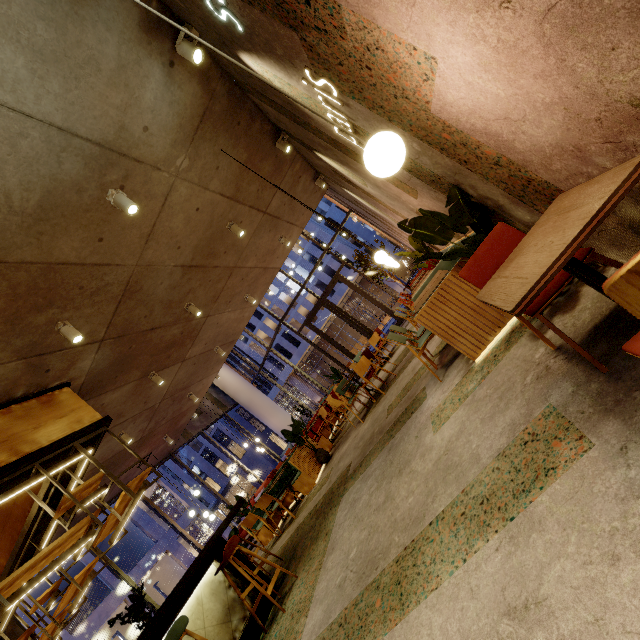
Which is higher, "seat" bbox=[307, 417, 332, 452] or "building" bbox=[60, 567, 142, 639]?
"building" bbox=[60, 567, 142, 639]

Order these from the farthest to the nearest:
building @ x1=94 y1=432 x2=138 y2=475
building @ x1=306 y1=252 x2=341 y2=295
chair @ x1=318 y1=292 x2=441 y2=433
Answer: building @ x1=306 y1=252 x2=341 y2=295, building @ x1=94 y1=432 x2=138 y2=475, chair @ x1=318 y1=292 x2=441 y2=433

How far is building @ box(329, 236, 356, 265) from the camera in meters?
37.8

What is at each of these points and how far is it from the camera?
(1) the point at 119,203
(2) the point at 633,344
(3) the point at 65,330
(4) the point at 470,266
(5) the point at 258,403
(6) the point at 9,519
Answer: (1) lamp, 3.8m
(2) chair, 1.0m
(3) lamp, 4.4m
(4) chair, 2.3m
(5) column, 16.9m
(6) bar shelf, 5.2m

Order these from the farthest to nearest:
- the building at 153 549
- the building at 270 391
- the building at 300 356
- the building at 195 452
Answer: the building at 195 452, the building at 270 391, the building at 300 356, the building at 153 549

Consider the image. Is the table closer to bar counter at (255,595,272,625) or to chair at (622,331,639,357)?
chair at (622,331,639,357)

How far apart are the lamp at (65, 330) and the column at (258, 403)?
13.1m

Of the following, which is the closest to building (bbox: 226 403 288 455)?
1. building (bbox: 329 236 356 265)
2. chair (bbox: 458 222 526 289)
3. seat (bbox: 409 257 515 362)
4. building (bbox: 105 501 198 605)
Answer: building (bbox: 329 236 356 265)
